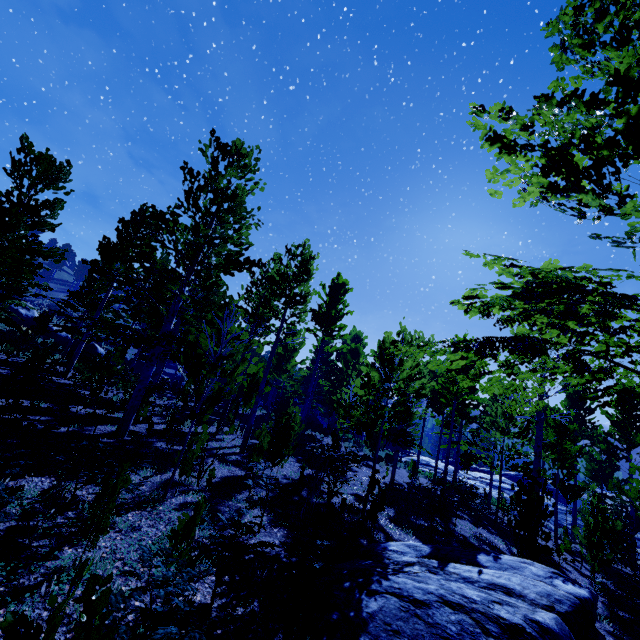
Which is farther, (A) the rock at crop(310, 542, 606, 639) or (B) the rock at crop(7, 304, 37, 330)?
(B) the rock at crop(7, 304, 37, 330)

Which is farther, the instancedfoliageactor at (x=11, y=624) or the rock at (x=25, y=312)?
the rock at (x=25, y=312)

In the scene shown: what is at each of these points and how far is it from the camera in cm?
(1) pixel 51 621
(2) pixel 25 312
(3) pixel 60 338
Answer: (1) instancedfoliageactor, 137
(2) rock, 2850
(3) rock, 2997

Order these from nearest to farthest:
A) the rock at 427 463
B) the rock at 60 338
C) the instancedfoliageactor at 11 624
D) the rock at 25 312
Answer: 1. the instancedfoliageactor at 11 624
2. the rock at 25 312
3. the rock at 60 338
4. the rock at 427 463

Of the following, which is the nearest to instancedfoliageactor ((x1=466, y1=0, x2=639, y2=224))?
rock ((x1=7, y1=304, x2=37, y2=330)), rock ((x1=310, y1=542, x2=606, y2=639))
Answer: rock ((x1=310, y1=542, x2=606, y2=639))

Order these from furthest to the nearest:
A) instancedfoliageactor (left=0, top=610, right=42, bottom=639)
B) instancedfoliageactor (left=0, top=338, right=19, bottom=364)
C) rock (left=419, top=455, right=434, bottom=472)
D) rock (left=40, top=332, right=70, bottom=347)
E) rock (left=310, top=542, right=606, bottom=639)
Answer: rock (left=419, top=455, right=434, bottom=472), rock (left=40, top=332, right=70, bottom=347), instancedfoliageactor (left=0, top=338, right=19, bottom=364), rock (left=310, top=542, right=606, bottom=639), instancedfoliageactor (left=0, top=610, right=42, bottom=639)

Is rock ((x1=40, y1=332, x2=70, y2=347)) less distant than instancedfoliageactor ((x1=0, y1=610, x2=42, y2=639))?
No
